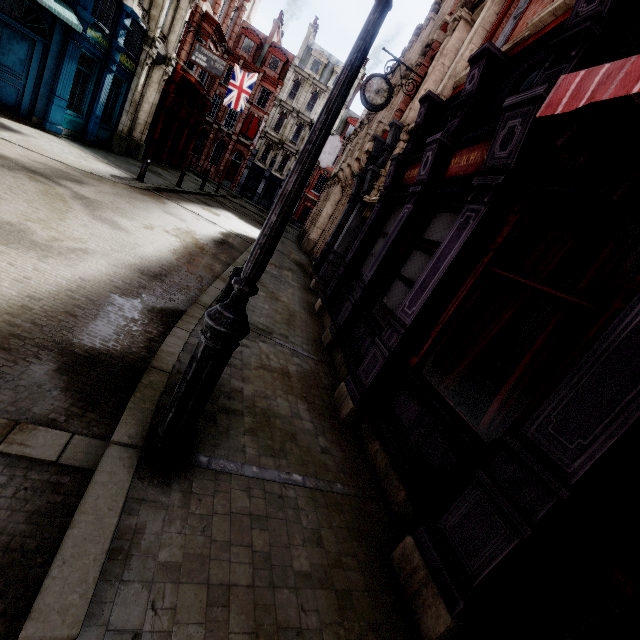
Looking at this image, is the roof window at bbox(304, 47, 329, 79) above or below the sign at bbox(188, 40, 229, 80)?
above

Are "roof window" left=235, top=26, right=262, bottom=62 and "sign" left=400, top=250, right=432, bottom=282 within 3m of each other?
no

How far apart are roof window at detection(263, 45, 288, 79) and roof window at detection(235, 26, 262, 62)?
0.95m

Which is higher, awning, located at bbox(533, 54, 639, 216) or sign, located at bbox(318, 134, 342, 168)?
sign, located at bbox(318, 134, 342, 168)

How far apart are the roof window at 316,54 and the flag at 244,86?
18.3 meters

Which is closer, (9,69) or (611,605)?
(611,605)

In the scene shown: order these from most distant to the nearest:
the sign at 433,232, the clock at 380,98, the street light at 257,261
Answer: Answer: the clock at 380,98, the sign at 433,232, the street light at 257,261

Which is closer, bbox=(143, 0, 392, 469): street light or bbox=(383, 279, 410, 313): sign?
bbox=(143, 0, 392, 469): street light
